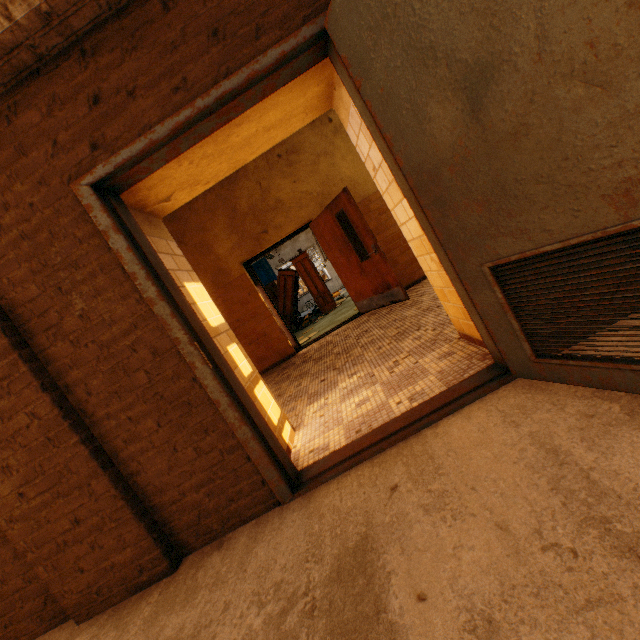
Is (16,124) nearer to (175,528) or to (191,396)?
(191,396)

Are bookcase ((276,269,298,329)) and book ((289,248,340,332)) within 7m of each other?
yes

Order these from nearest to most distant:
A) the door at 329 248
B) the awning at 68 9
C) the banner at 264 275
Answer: the awning at 68 9 → the door at 329 248 → the banner at 264 275

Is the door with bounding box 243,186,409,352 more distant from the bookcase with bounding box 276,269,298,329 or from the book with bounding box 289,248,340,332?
the bookcase with bounding box 276,269,298,329

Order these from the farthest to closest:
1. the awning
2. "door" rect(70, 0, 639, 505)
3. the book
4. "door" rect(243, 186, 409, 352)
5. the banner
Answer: the banner
the book
"door" rect(243, 186, 409, 352)
the awning
"door" rect(70, 0, 639, 505)

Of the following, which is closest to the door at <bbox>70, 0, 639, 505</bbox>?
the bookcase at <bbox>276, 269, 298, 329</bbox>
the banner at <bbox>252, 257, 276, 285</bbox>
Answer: the bookcase at <bbox>276, 269, 298, 329</bbox>

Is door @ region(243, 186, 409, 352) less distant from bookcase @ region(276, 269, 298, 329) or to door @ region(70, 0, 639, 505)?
door @ region(70, 0, 639, 505)

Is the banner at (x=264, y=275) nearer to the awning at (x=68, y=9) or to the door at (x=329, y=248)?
the door at (x=329, y=248)
